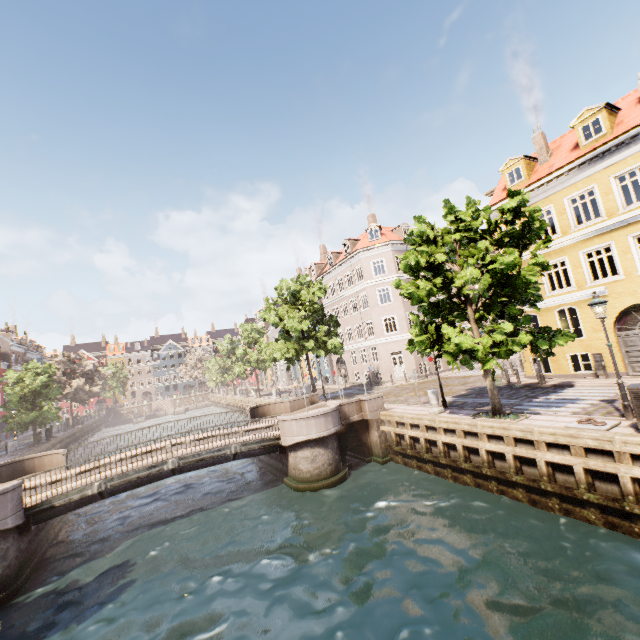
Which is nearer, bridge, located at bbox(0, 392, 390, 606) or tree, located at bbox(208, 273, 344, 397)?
bridge, located at bbox(0, 392, 390, 606)

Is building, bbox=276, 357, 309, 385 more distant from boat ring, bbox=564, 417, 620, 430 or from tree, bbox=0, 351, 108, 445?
boat ring, bbox=564, 417, 620, 430

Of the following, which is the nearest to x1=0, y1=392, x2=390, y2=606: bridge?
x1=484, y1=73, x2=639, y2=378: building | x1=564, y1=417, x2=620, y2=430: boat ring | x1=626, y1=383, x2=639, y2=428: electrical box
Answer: x1=564, y1=417, x2=620, y2=430: boat ring

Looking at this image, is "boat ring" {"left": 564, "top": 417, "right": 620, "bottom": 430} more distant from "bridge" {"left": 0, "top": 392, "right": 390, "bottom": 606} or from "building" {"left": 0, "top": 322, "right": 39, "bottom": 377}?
"building" {"left": 0, "top": 322, "right": 39, "bottom": 377}

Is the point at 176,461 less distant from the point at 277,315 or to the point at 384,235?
the point at 277,315

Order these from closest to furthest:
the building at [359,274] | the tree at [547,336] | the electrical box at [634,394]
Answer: the electrical box at [634,394] → the tree at [547,336] → the building at [359,274]

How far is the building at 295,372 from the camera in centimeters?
4756cm

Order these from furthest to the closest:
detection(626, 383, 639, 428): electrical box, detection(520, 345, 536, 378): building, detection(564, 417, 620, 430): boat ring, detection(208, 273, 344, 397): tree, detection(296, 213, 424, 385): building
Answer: detection(296, 213, 424, 385): building
detection(208, 273, 344, 397): tree
detection(520, 345, 536, 378): building
detection(564, 417, 620, 430): boat ring
detection(626, 383, 639, 428): electrical box
